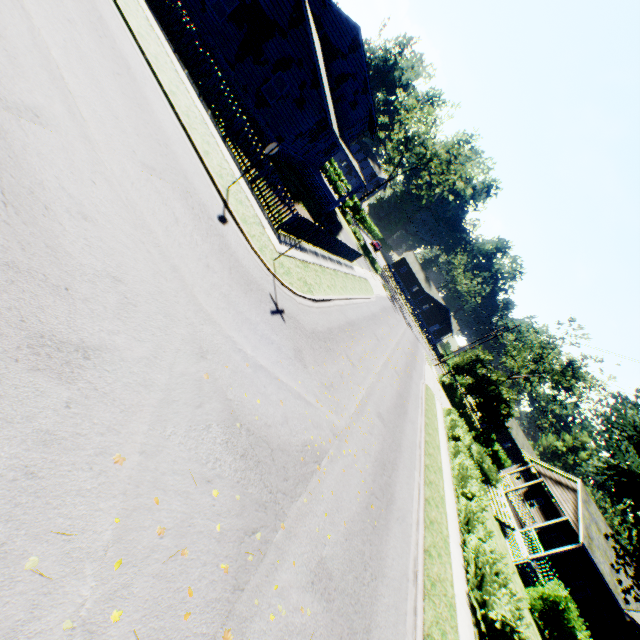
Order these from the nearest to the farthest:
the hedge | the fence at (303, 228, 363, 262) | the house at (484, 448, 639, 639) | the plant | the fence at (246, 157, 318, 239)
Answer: the hedge
the plant
the fence at (246, 157, 318, 239)
the fence at (303, 228, 363, 262)
the house at (484, 448, 639, 639)

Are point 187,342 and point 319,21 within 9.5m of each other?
no

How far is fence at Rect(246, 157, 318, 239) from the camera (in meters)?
13.85

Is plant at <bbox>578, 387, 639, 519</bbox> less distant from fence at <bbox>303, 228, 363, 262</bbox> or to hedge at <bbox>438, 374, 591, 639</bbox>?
fence at <bbox>303, 228, 363, 262</bbox>

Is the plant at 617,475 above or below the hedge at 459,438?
above

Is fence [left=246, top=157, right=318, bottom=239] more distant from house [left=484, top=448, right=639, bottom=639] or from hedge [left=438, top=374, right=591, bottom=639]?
Answer: house [left=484, top=448, right=639, bottom=639]

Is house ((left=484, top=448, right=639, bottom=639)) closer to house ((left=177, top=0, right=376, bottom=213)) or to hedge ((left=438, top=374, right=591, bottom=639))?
hedge ((left=438, top=374, right=591, bottom=639))

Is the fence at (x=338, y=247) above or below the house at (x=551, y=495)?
below
